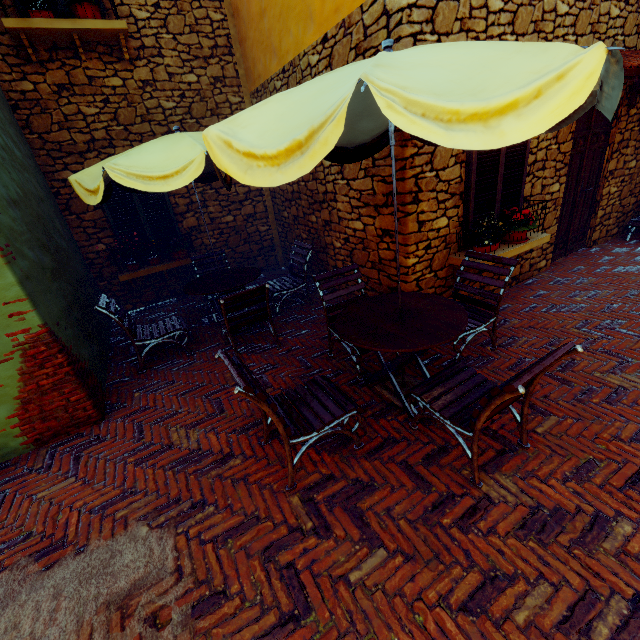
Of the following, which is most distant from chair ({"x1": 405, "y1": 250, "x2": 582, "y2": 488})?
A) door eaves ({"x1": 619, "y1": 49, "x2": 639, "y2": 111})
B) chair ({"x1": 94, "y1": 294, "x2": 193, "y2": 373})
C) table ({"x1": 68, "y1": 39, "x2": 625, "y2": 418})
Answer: door eaves ({"x1": 619, "y1": 49, "x2": 639, "y2": 111})

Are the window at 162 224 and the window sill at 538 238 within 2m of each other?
no

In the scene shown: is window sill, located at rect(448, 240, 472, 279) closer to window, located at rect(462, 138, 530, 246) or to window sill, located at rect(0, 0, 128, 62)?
window, located at rect(462, 138, 530, 246)

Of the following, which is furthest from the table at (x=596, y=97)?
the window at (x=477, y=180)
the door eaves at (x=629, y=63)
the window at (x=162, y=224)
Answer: the window at (x=162, y=224)

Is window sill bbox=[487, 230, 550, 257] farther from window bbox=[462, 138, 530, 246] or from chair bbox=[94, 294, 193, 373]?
chair bbox=[94, 294, 193, 373]

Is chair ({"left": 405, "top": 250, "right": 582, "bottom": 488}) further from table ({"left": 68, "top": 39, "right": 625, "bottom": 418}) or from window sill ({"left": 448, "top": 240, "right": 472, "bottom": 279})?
window sill ({"left": 448, "top": 240, "right": 472, "bottom": 279})

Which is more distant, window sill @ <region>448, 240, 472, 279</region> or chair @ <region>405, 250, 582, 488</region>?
window sill @ <region>448, 240, 472, 279</region>

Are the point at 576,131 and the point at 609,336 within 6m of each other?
yes
